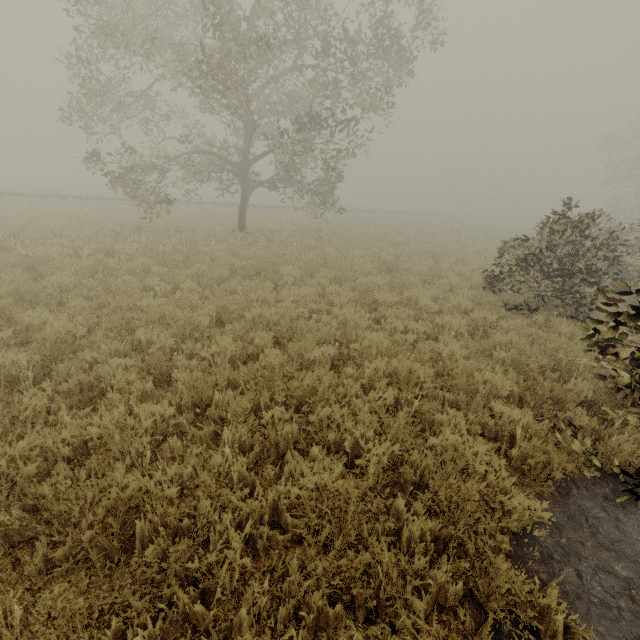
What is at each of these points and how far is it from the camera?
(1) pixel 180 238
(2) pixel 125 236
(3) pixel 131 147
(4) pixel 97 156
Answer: (1) tree, 14.1 meters
(2) tree, 12.1 meters
(3) tree, 13.5 meters
(4) tree, 13.2 meters

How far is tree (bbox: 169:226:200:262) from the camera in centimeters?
1127cm

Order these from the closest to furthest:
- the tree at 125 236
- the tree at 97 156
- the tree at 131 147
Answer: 1. the tree at 125 236
2. the tree at 131 147
3. the tree at 97 156

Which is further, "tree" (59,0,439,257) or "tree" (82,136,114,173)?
"tree" (82,136,114,173)

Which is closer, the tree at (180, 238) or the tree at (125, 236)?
the tree at (125, 236)
